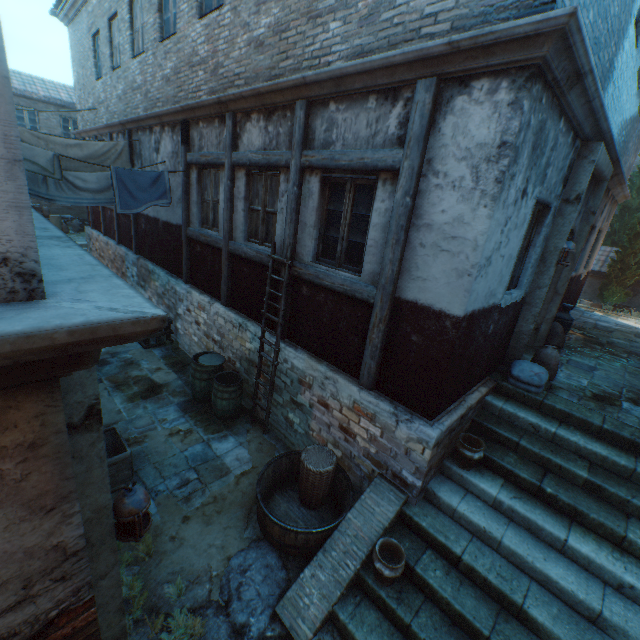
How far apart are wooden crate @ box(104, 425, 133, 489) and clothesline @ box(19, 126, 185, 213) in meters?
4.5

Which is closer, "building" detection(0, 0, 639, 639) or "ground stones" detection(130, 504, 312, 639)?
"building" detection(0, 0, 639, 639)

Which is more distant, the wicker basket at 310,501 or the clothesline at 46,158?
the clothesline at 46,158

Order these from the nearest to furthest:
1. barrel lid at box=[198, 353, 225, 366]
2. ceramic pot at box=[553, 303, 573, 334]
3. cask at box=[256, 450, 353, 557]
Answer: cask at box=[256, 450, 353, 557]
barrel lid at box=[198, 353, 225, 366]
ceramic pot at box=[553, 303, 573, 334]

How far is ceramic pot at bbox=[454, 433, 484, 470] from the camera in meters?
4.3 m

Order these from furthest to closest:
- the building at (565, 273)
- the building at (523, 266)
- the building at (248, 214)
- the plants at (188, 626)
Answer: the building at (248, 214) < the building at (523, 266) < the plants at (188, 626) < the building at (565, 273)

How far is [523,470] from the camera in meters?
4.3

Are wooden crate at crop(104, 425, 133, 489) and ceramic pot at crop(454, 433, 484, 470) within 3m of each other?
no
